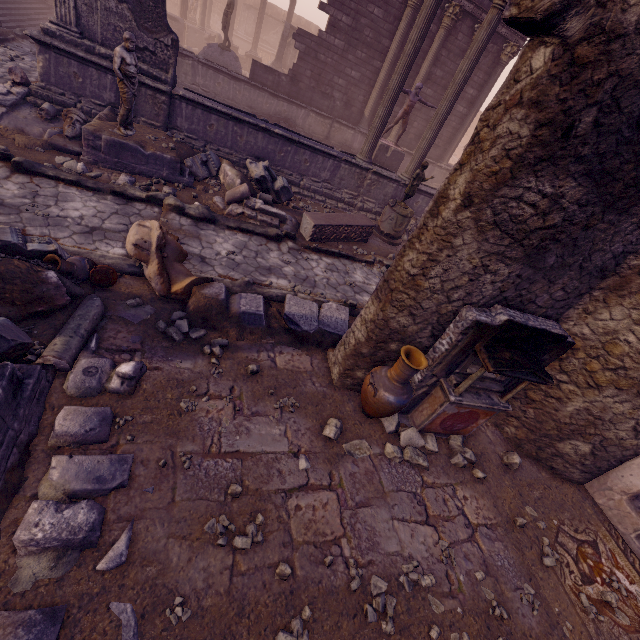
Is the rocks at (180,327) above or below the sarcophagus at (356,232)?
below

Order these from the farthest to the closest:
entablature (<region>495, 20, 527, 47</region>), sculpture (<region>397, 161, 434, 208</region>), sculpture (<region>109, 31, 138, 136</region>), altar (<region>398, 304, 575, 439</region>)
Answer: entablature (<region>495, 20, 527, 47</region>) → sculpture (<region>397, 161, 434, 208</region>) → sculpture (<region>109, 31, 138, 136</region>) → altar (<region>398, 304, 575, 439</region>)

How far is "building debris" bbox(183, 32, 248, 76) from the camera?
14.8 meters

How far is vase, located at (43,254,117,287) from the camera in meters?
4.3 m

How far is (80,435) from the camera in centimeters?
310cm

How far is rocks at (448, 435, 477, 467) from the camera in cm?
482

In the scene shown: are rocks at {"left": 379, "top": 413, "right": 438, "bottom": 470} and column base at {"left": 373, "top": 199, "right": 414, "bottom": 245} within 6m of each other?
no

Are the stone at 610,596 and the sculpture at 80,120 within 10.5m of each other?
no
